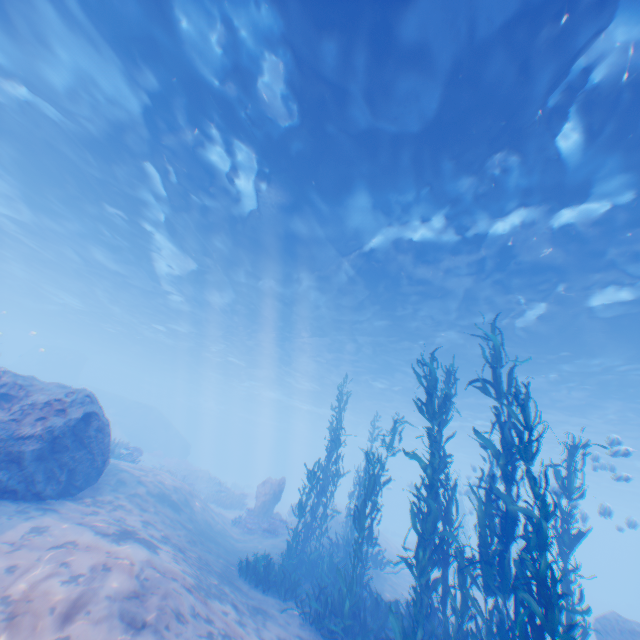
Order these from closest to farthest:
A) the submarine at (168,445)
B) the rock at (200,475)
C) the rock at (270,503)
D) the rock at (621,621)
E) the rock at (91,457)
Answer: the rock at (91,457) → the rock at (621,621) → the rock at (270,503) → the rock at (200,475) → the submarine at (168,445)

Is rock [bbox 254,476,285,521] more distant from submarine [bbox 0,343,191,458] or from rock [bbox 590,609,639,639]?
rock [bbox 590,609,639,639]

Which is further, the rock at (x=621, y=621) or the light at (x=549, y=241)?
the rock at (x=621, y=621)

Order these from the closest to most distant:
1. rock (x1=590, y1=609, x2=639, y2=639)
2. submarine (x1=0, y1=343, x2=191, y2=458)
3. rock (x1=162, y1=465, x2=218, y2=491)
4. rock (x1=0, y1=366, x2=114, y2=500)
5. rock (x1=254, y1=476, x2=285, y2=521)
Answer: rock (x1=0, y1=366, x2=114, y2=500) < rock (x1=590, y1=609, x2=639, y2=639) < rock (x1=254, y1=476, x2=285, y2=521) < rock (x1=162, y1=465, x2=218, y2=491) < submarine (x1=0, y1=343, x2=191, y2=458)

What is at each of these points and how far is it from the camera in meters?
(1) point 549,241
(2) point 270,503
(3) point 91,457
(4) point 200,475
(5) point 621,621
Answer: (1) light, 11.5 m
(2) rock, 18.1 m
(3) rock, 9.5 m
(4) rock, 27.8 m
(5) rock, 11.5 m

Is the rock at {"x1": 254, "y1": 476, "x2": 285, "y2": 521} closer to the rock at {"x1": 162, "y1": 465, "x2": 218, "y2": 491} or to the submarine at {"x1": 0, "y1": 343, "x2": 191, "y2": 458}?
the submarine at {"x1": 0, "y1": 343, "x2": 191, "y2": 458}

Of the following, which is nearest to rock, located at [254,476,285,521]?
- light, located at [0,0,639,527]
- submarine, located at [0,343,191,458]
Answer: submarine, located at [0,343,191,458]

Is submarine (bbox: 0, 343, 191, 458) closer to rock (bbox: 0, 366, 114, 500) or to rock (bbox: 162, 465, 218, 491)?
rock (bbox: 0, 366, 114, 500)
